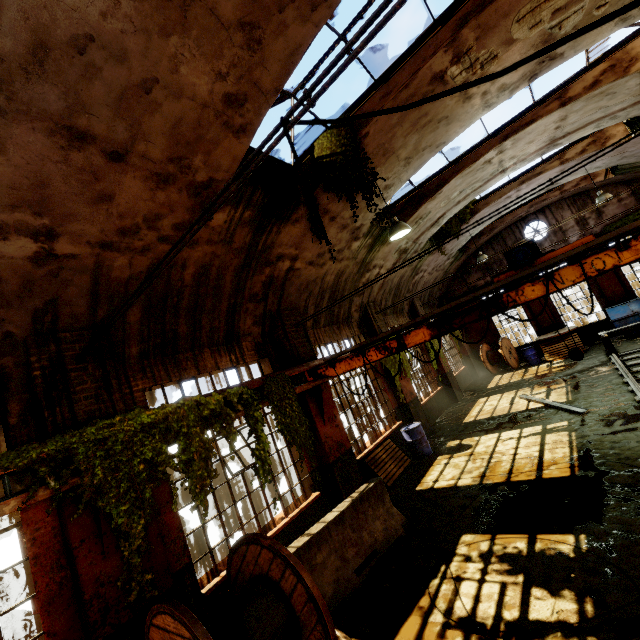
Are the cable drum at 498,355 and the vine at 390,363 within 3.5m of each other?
no

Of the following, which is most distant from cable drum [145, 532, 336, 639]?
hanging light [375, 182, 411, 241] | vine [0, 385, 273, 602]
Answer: hanging light [375, 182, 411, 241]

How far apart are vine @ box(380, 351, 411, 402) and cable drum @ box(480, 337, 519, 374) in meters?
8.0 m

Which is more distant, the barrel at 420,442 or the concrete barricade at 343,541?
the barrel at 420,442

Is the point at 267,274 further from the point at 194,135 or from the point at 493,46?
the point at 493,46

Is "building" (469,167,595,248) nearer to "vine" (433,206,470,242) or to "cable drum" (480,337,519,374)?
"vine" (433,206,470,242)

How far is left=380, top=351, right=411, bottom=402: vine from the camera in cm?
1080

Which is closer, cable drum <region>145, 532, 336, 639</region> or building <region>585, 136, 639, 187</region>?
cable drum <region>145, 532, 336, 639</region>
